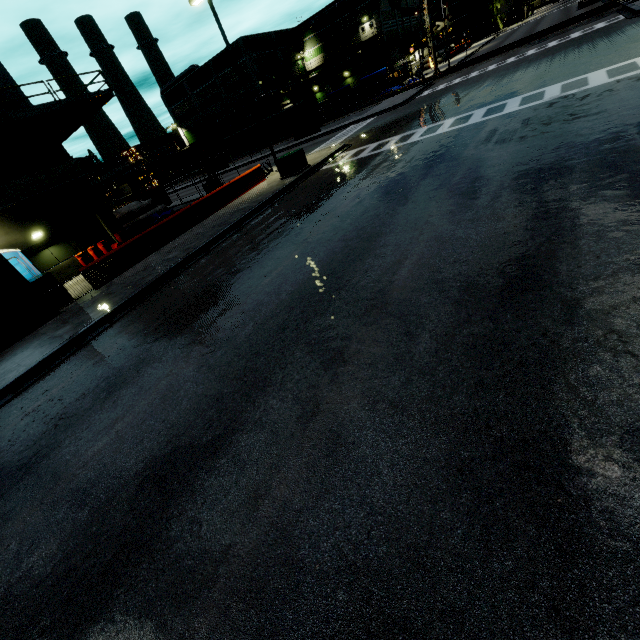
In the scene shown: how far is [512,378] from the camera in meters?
3.6 m

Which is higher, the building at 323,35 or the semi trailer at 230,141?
the building at 323,35

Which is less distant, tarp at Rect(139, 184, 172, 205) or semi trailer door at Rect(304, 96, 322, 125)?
tarp at Rect(139, 184, 172, 205)

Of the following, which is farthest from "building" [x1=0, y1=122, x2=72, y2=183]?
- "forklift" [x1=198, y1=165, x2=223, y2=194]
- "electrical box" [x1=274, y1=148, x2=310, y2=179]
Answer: "forklift" [x1=198, y1=165, x2=223, y2=194]

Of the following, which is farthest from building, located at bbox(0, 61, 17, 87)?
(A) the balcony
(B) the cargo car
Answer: (B) the cargo car

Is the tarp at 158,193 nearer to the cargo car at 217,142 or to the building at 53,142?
the building at 53,142

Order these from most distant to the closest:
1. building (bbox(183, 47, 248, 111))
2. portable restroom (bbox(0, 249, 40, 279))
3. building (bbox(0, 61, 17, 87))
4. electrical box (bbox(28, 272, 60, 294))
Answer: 1. building (bbox(183, 47, 248, 111))
2. building (bbox(0, 61, 17, 87))
3. portable restroom (bbox(0, 249, 40, 279))
4. electrical box (bbox(28, 272, 60, 294))

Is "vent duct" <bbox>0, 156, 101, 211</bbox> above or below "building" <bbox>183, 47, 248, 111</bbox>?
below
